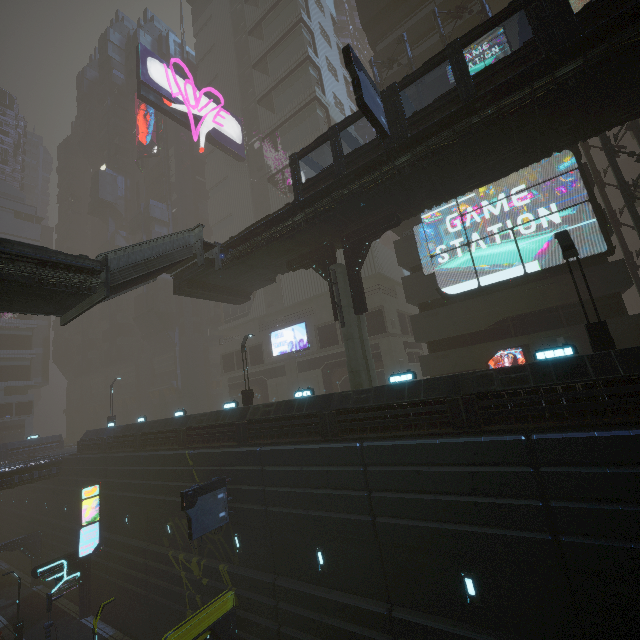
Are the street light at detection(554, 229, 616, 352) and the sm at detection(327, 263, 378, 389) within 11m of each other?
yes

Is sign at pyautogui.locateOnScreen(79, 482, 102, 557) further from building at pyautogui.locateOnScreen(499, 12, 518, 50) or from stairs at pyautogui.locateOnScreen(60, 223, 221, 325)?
stairs at pyautogui.locateOnScreen(60, 223, 221, 325)

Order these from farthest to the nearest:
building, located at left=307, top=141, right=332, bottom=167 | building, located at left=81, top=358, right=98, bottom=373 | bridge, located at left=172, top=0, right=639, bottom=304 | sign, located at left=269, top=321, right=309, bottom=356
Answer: building, located at left=81, top=358, right=98, bottom=373 < building, located at left=307, top=141, right=332, bottom=167 < sign, located at left=269, top=321, right=309, bottom=356 < bridge, located at left=172, top=0, right=639, bottom=304

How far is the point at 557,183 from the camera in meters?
18.8

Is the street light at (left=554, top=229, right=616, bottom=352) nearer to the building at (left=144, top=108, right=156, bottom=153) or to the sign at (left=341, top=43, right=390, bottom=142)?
the building at (left=144, top=108, right=156, bottom=153)

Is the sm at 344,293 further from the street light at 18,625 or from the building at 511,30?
the street light at 18,625

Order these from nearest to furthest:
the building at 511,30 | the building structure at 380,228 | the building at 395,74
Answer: the building structure at 380,228 < the building at 395,74 < the building at 511,30

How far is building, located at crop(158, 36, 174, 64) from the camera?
59.2m
